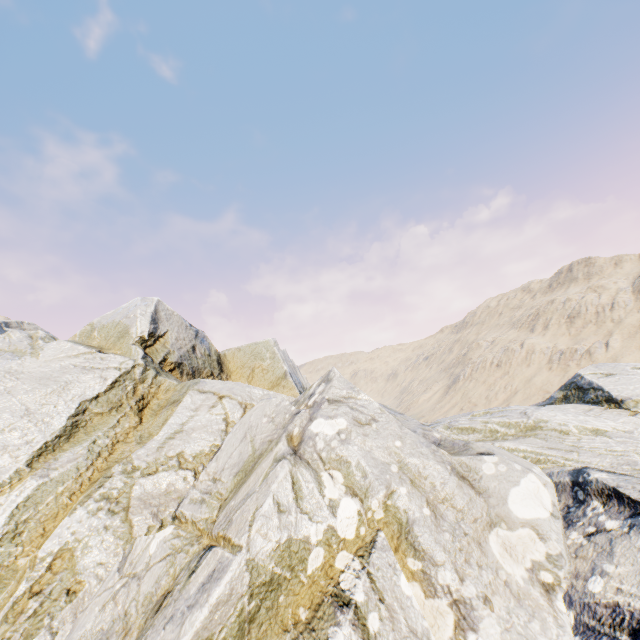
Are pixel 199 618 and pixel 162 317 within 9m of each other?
no
